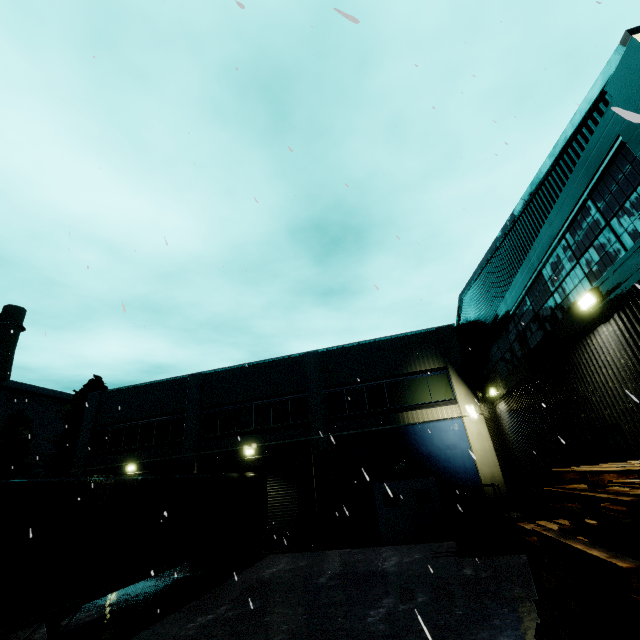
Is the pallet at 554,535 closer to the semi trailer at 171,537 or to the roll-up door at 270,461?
the semi trailer at 171,537

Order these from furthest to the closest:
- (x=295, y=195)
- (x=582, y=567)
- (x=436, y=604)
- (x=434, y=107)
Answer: (x=295, y=195) < (x=436, y=604) < (x=434, y=107) < (x=582, y=567)

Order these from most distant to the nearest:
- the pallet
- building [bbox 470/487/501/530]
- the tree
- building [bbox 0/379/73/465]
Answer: building [bbox 0/379/73/465] < the tree < building [bbox 470/487/501/530] < the pallet

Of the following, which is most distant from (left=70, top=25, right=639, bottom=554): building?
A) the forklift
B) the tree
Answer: the forklift

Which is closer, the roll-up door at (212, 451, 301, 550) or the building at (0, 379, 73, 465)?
the roll-up door at (212, 451, 301, 550)

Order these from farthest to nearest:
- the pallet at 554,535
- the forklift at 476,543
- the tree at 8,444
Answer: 1. the tree at 8,444
2. the forklift at 476,543
3. the pallet at 554,535

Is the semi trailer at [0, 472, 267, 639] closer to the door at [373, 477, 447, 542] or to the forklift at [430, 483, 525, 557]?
the door at [373, 477, 447, 542]

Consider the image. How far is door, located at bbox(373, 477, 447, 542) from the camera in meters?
14.9
